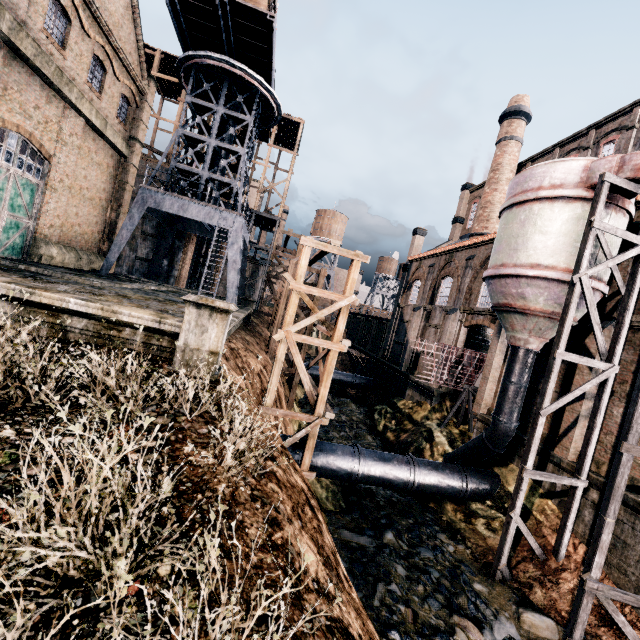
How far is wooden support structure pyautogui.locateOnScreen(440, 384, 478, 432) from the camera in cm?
2204

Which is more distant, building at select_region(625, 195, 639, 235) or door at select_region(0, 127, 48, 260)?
door at select_region(0, 127, 48, 260)

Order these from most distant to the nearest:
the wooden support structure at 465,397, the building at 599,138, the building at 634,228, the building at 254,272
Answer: the building at 254,272 → the wooden support structure at 465,397 → the building at 599,138 → the building at 634,228

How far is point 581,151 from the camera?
25.00m

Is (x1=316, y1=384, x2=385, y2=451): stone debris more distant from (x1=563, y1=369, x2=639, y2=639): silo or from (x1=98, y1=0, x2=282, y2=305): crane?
(x1=98, y1=0, x2=282, y2=305): crane

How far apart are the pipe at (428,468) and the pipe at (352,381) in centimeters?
1844cm

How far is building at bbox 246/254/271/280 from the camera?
38.4m

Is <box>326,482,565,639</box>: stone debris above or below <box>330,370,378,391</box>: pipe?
below
